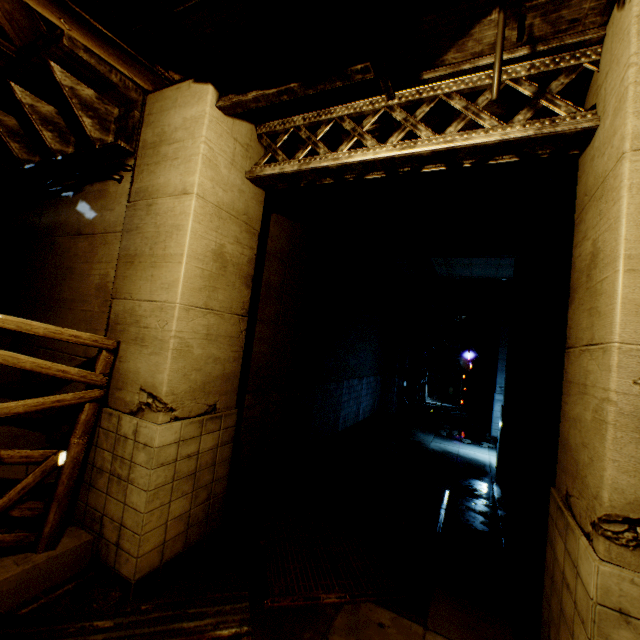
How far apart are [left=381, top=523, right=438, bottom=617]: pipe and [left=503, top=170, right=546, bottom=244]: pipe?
6.2 meters

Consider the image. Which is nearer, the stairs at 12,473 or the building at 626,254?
the building at 626,254

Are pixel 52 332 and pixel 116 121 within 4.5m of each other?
yes

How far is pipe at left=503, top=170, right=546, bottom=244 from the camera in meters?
5.0 m

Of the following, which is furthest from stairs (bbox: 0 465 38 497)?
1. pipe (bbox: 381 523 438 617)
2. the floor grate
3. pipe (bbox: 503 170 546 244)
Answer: pipe (bbox: 503 170 546 244)

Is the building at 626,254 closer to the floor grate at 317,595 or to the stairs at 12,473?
the stairs at 12,473

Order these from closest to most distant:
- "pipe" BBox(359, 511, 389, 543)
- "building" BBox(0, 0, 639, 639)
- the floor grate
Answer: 1. "building" BBox(0, 0, 639, 639)
2. the floor grate
3. "pipe" BBox(359, 511, 389, 543)

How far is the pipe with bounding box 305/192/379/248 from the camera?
6.5m
